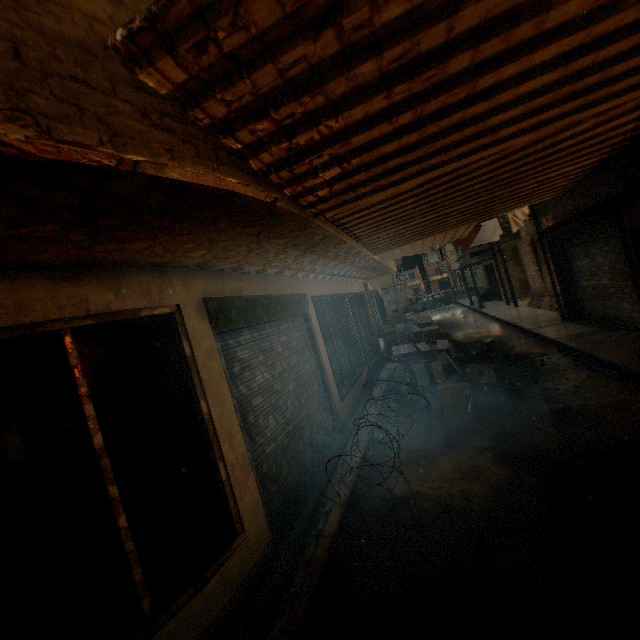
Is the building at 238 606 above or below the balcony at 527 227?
below

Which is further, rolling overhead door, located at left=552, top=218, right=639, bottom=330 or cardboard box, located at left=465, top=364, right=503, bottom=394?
rolling overhead door, located at left=552, top=218, right=639, bottom=330

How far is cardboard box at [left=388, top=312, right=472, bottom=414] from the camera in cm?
664

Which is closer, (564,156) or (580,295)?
(564,156)

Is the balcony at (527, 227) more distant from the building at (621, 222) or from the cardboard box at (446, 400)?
the cardboard box at (446, 400)

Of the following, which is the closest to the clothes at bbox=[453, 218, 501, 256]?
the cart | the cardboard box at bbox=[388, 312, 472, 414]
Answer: the cardboard box at bbox=[388, 312, 472, 414]

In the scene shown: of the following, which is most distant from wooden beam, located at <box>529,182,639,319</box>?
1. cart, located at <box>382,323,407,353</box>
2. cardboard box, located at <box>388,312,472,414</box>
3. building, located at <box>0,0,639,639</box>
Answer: cart, located at <box>382,323,407,353</box>
